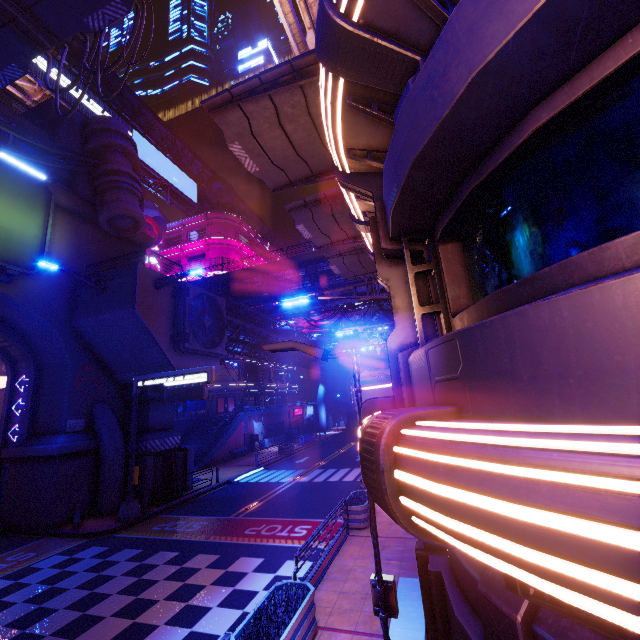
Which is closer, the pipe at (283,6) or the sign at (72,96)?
the pipe at (283,6)

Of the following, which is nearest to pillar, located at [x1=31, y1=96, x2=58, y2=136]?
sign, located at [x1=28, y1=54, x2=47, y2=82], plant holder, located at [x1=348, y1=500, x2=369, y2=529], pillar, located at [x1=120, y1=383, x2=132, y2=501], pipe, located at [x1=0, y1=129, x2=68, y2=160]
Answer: pipe, located at [x1=0, y1=129, x2=68, y2=160]

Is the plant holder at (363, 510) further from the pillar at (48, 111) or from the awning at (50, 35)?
the pillar at (48, 111)

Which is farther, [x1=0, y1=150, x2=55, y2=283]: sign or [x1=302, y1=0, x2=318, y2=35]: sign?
[x1=0, y1=150, x2=55, y2=283]: sign

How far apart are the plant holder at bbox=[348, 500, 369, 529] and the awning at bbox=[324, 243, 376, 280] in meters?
11.5 m

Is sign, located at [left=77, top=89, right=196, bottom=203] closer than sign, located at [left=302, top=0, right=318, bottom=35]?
No

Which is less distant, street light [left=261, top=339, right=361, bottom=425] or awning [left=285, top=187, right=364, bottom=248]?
street light [left=261, top=339, right=361, bottom=425]

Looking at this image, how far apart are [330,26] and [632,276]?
3.77m
